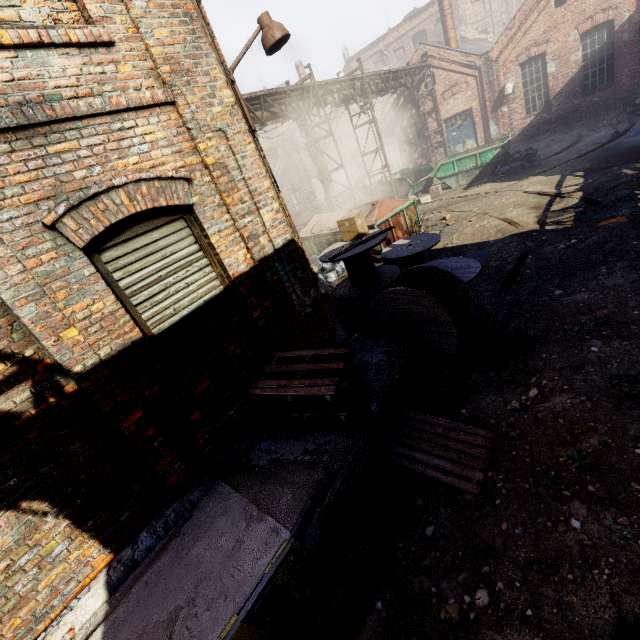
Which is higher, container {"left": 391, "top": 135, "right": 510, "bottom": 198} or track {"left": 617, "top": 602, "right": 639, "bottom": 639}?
container {"left": 391, "top": 135, "right": 510, "bottom": 198}

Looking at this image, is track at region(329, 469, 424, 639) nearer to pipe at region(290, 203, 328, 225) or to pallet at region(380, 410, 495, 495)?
pallet at region(380, 410, 495, 495)

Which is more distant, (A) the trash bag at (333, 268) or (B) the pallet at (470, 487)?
(A) the trash bag at (333, 268)

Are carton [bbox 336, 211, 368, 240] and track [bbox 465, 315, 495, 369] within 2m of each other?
no

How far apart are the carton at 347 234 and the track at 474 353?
3.0 meters

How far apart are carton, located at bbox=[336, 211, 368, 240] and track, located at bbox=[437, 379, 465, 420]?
3.6 meters

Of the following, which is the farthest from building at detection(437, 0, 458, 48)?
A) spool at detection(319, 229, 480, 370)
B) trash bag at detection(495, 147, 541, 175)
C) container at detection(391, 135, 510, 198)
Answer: spool at detection(319, 229, 480, 370)

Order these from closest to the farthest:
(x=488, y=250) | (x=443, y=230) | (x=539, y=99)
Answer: (x=488, y=250) < (x=443, y=230) < (x=539, y=99)
